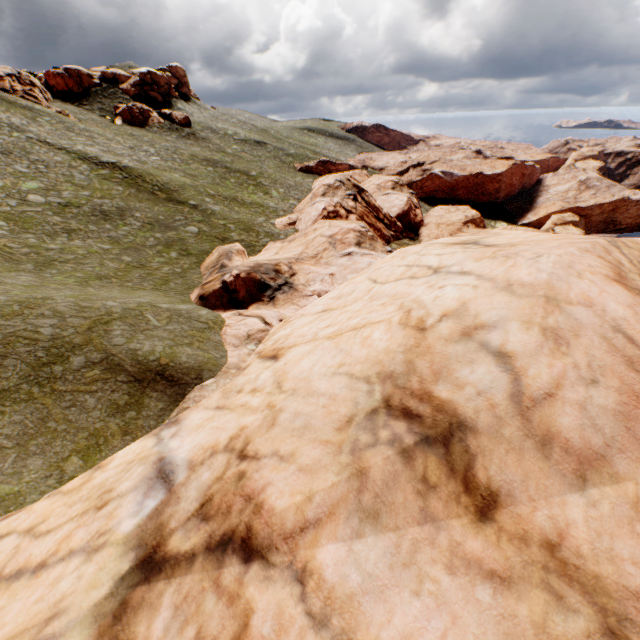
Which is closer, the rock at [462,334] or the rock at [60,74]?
the rock at [462,334]

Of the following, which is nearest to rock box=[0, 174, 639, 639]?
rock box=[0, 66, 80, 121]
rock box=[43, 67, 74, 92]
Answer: rock box=[43, 67, 74, 92]

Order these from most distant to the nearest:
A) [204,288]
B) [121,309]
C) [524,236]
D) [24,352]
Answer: [204,288] < [121,309] < [24,352] < [524,236]

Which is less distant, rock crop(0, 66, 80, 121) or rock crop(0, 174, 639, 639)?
rock crop(0, 174, 639, 639)

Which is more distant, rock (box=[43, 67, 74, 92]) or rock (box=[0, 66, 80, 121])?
rock (box=[43, 67, 74, 92])

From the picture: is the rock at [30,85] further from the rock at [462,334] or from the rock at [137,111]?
the rock at [462,334]

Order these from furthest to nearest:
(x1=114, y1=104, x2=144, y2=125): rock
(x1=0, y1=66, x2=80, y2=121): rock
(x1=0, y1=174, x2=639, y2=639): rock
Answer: (x1=114, y1=104, x2=144, y2=125): rock → (x1=0, y1=66, x2=80, y2=121): rock → (x1=0, y1=174, x2=639, y2=639): rock
